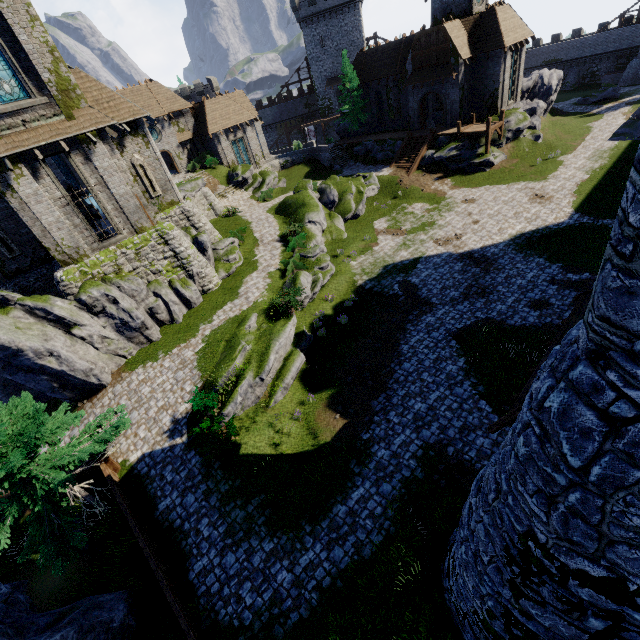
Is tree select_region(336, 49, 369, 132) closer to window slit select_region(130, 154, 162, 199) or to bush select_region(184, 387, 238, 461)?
window slit select_region(130, 154, 162, 199)

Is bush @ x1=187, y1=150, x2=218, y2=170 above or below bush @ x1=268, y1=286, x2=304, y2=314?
above

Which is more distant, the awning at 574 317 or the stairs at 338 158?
the stairs at 338 158

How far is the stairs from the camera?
42.2 meters

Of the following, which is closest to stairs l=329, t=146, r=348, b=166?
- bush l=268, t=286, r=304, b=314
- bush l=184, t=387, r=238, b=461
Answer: bush l=268, t=286, r=304, b=314

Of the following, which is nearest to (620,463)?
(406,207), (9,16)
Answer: (9,16)

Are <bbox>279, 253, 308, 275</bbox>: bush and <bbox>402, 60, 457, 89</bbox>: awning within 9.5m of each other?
no

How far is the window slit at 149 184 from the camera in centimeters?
2139cm
